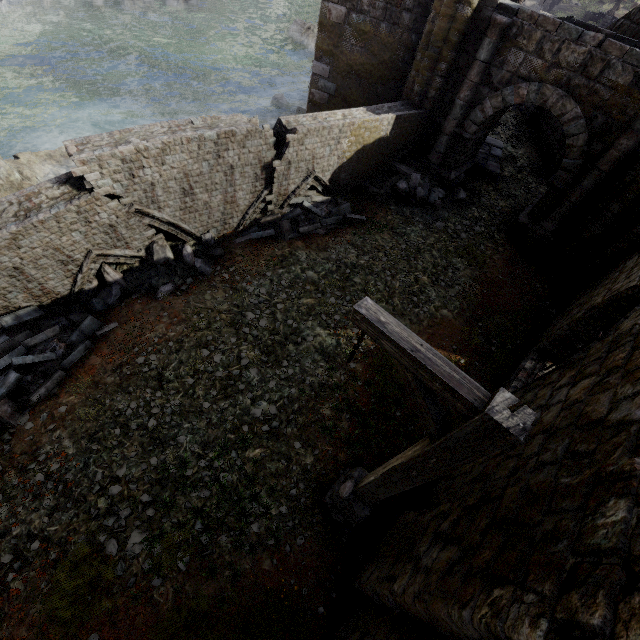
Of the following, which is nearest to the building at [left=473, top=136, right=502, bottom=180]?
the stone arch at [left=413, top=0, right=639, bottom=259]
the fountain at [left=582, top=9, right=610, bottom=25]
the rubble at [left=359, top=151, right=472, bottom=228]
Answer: the stone arch at [left=413, top=0, right=639, bottom=259]

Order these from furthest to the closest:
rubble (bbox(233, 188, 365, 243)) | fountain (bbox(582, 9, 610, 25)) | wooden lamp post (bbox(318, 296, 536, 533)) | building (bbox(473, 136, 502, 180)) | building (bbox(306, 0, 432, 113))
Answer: fountain (bbox(582, 9, 610, 25)) → building (bbox(473, 136, 502, 180)) → building (bbox(306, 0, 432, 113)) → rubble (bbox(233, 188, 365, 243)) → wooden lamp post (bbox(318, 296, 536, 533))

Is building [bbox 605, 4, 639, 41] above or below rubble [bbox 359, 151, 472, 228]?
above

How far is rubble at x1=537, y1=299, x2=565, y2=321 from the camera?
9.3m

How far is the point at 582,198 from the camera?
9.3 meters

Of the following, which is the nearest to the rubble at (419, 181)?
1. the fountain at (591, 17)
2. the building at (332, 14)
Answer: the building at (332, 14)

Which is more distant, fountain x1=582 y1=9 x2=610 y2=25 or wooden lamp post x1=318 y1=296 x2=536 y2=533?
fountain x1=582 y1=9 x2=610 y2=25

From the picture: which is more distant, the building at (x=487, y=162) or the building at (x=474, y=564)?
the building at (x=487, y=162)
